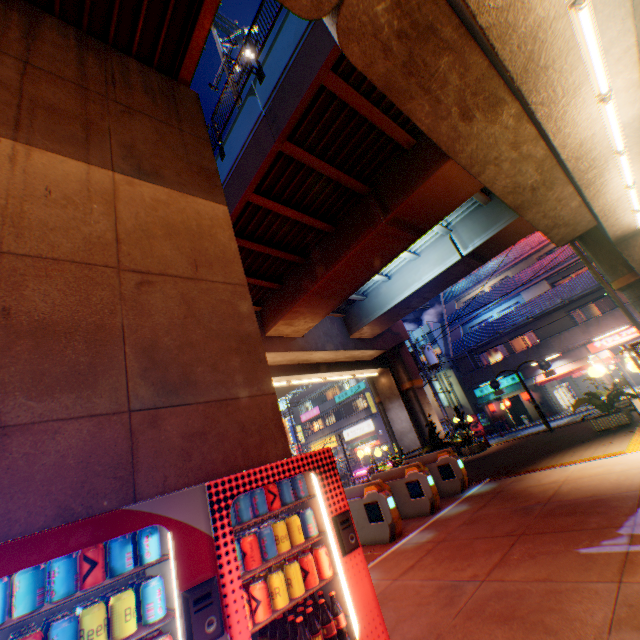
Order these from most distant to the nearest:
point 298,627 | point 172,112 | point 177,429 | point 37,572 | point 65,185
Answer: point 172,112 < point 65,185 < point 177,429 < point 298,627 < point 37,572

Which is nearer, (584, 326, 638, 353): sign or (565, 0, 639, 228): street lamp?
(565, 0, 639, 228): street lamp

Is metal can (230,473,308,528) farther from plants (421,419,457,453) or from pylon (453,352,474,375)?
pylon (453,352,474,375)

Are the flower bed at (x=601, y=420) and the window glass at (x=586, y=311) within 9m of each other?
no

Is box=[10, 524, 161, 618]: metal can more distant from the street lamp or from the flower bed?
the flower bed

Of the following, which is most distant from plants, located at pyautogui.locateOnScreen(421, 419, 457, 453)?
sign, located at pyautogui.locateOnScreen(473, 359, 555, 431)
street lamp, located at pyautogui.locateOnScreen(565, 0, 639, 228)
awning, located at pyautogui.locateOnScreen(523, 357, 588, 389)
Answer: street lamp, located at pyautogui.locateOnScreen(565, 0, 639, 228)

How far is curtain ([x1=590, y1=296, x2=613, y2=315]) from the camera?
23.72m

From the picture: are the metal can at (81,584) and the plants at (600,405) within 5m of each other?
no
